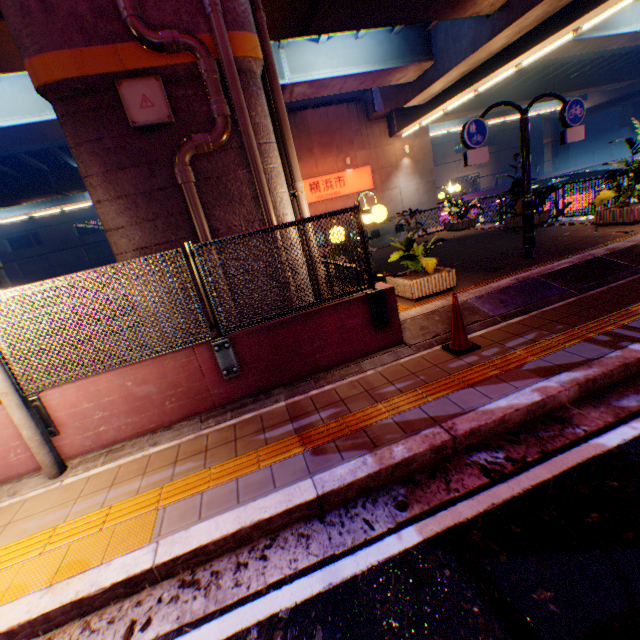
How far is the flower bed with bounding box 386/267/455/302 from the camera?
6.5 meters

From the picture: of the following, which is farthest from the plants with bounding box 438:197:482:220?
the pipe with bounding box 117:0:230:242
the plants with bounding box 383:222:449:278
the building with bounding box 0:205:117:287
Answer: the building with bounding box 0:205:117:287

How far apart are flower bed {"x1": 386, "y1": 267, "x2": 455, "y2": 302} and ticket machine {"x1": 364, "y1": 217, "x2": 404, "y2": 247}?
8.9m

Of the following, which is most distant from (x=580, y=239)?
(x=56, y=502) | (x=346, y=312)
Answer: (x=56, y=502)

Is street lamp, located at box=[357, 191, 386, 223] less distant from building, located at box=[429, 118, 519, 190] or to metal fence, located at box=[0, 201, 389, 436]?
metal fence, located at box=[0, 201, 389, 436]

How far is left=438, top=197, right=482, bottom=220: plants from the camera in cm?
1466

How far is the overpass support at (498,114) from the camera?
29.89m

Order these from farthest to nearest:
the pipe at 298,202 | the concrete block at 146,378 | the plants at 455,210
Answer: the plants at 455,210, the pipe at 298,202, the concrete block at 146,378
